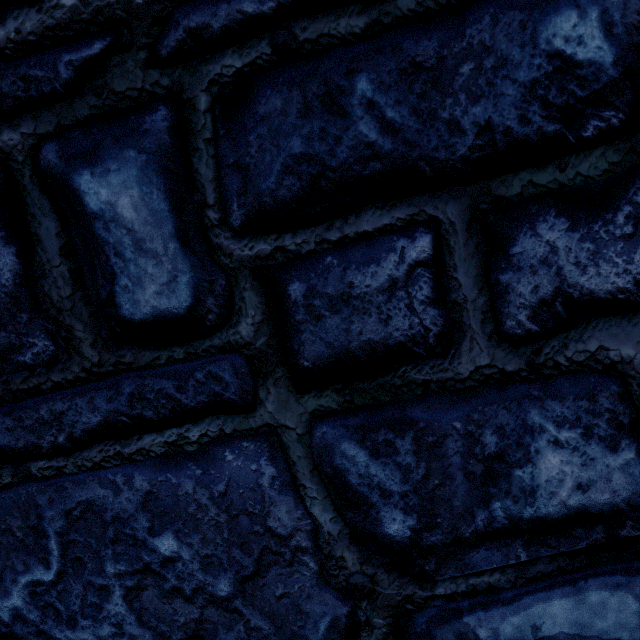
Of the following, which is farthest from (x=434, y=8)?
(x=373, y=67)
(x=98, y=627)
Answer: (x=98, y=627)
